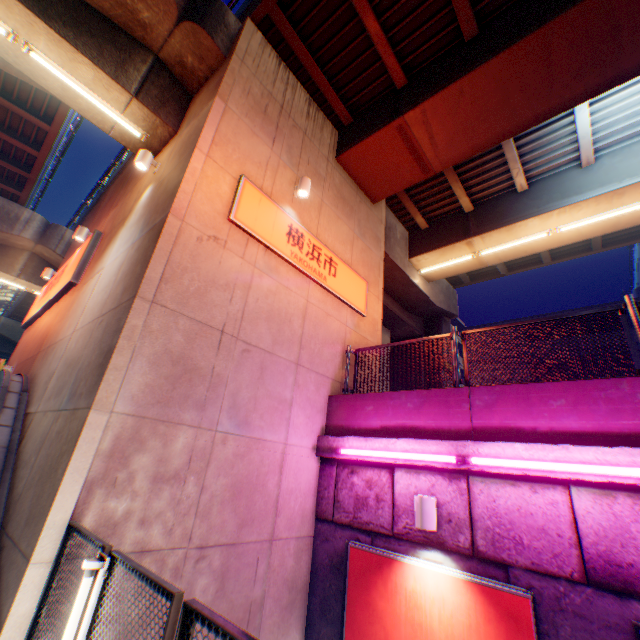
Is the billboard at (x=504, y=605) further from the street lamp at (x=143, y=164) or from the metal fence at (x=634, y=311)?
the street lamp at (x=143, y=164)

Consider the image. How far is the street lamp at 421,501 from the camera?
4.5 meters

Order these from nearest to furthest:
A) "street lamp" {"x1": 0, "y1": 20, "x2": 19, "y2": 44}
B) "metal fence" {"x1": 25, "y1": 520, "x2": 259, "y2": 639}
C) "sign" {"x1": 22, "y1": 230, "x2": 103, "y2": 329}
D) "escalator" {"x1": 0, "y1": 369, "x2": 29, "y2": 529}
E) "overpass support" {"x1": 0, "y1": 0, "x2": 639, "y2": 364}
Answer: "metal fence" {"x1": 25, "y1": 520, "x2": 259, "y2": 639}
"escalator" {"x1": 0, "y1": 369, "x2": 29, "y2": 529}
"street lamp" {"x1": 0, "y1": 20, "x2": 19, "y2": 44}
"overpass support" {"x1": 0, "y1": 0, "x2": 639, "y2": 364}
"sign" {"x1": 22, "y1": 230, "x2": 103, "y2": 329}

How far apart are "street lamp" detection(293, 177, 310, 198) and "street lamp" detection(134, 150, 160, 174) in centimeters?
326cm

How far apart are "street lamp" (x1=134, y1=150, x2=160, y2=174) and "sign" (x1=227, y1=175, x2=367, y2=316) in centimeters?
237cm

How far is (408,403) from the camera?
5.79m

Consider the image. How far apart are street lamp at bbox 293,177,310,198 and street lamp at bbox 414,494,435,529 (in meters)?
6.26

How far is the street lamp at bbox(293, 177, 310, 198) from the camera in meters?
7.2 m
